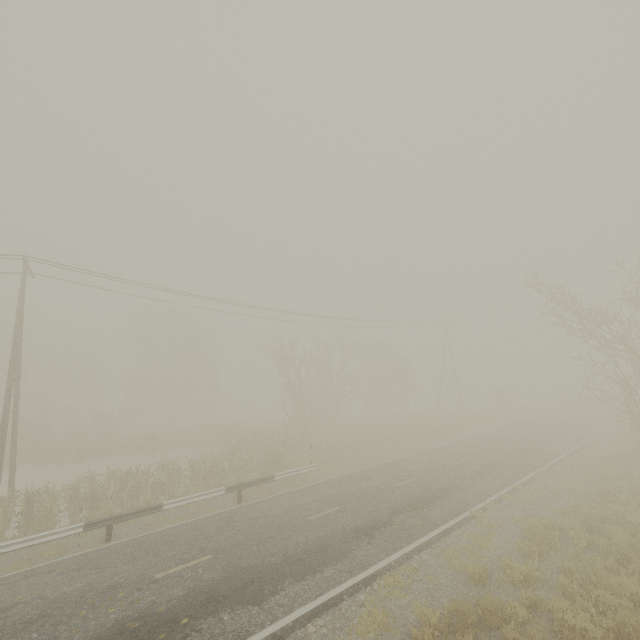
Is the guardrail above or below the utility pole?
below

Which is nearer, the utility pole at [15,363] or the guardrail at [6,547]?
the guardrail at [6,547]

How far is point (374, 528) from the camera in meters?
10.8

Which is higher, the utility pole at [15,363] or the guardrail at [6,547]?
the utility pole at [15,363]

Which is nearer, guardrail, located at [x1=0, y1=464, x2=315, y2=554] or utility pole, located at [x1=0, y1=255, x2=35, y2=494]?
guardrail, located at [x1=0, y1=464, x2=315, y2=554]
